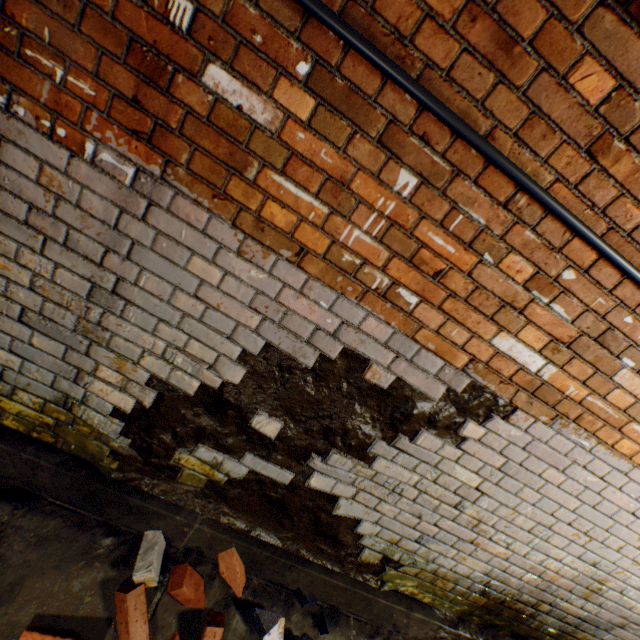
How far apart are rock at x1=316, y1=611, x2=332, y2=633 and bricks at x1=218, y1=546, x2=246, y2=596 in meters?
0.0

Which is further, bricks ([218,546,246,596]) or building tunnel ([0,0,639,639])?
bricks ([218,546,246,596])

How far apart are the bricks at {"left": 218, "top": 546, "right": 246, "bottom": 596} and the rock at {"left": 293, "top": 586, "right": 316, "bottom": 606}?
0.2m

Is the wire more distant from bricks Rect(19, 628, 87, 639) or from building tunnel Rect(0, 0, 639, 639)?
bricks Rect(19, 628, 87, 639)

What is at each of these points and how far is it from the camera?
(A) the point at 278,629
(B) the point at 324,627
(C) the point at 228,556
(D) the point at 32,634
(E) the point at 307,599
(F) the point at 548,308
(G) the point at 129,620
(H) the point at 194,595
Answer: (A) bricks, 1.9 meters
(B) rock, 2.0 meters
(C) bricks, 1.9 meters
(D) bricks, 1.4 meters
(E) rock, 2.0 meters
(F) building tunnel, 1.4 meters
(G) bricks, 1.6 meters
(H) bricks, 1.7 meters

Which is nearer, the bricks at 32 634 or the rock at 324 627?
the bricks at 32 634

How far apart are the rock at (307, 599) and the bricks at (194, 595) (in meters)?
0.23
